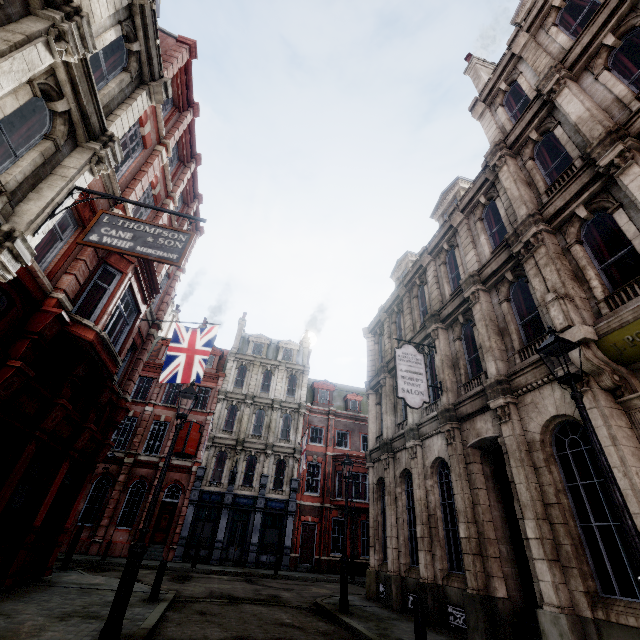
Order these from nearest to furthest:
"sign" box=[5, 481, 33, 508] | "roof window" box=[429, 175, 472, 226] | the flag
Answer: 1. "sign" box=[5, 481, 33, 508]
2. the flag
3. "roof window" box=[429, 175, 472, 226]

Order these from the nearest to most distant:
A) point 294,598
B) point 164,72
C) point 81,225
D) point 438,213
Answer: point 81,225 → point 164,72 → point 294,598 → point 438,213

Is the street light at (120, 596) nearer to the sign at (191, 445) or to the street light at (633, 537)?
the street light at (633, 537)

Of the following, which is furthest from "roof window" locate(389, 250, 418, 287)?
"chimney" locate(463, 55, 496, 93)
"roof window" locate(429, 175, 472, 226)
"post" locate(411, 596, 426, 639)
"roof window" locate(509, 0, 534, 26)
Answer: "post" locate(411, 596, 426, 639)

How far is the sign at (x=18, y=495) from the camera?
8.76m

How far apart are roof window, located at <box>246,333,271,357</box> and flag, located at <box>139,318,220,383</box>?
18.2m

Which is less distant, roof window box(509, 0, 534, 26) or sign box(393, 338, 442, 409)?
sign box(393, 338, 442, 409)

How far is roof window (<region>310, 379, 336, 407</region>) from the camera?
32.1m
